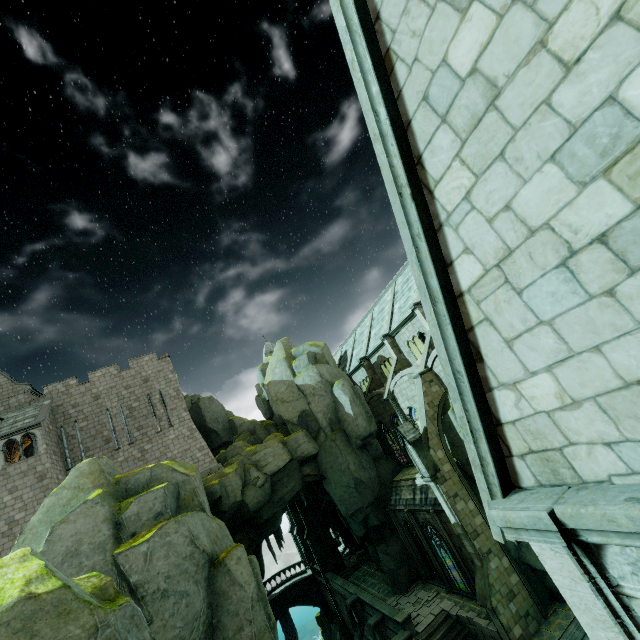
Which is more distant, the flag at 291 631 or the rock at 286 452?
the flag at 291 631

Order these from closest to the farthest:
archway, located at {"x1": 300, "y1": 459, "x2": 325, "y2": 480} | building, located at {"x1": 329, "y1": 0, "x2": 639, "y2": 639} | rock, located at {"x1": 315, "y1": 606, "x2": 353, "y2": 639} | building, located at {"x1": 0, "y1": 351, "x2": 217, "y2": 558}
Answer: building, located at {"x1": 329, "y1": 0, "x2": 639, "y2": 639} < building, located at {"x1": 0, "y1": 351, "x2": 217, "y2": 558} < archway, located at {"x1": 300, "y1": 459, "x2": 325, "y2": 480} < rock, located at {"x1": 315, "y1": 606, "x2": 353, "y2": 639}

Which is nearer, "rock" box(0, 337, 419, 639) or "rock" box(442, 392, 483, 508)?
"rock" box(0, 337, 419, 639)

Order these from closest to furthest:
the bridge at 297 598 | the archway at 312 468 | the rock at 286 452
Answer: the rock at 286 452 → the archway at 312 468 → the bridge at 297 598

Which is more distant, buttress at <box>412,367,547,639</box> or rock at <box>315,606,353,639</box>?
rock at <box>315,606,353,639</box>

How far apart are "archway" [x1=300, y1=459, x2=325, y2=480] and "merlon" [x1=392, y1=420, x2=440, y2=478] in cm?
1012

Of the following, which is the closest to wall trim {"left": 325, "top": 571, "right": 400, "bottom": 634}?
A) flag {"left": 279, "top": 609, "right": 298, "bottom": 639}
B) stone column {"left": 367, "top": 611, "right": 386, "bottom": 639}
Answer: stone column {"left": 367, "top": 611, "right": 386, "bottom": 639}

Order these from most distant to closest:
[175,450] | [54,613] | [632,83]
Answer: [175,450], [54,613], [632,83]
